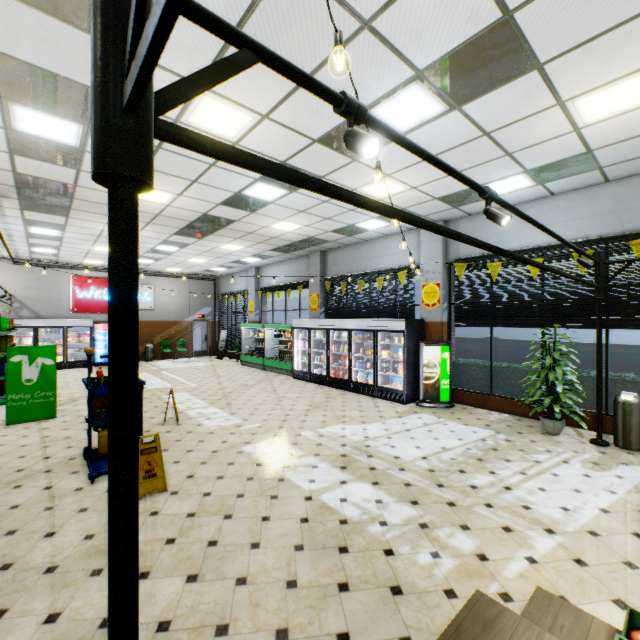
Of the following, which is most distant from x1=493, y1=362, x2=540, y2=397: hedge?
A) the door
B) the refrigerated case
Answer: the door

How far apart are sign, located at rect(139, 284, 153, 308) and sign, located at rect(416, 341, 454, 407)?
15.2 meters

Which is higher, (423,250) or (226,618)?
(423,250)

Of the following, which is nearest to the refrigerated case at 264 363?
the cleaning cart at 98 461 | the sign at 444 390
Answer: the sign at 444 390

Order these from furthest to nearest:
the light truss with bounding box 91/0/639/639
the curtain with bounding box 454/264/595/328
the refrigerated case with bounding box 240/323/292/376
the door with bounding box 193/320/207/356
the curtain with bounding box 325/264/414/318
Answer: the door with bounding box 193/320/207/356
the refrigerated case with bounding box 240/323/292/376
the curtain with bounding box 325/264/414/318
the curtain with bounding box 454/264/595/328
the light truss with bounding box 91/0/639/639

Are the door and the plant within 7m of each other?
no

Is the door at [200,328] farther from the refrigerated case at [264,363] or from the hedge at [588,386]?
the hedge at [588,386]

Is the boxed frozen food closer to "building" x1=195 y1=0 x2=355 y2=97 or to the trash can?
"building" x1=195 y1=0 x2=355 y2=97
